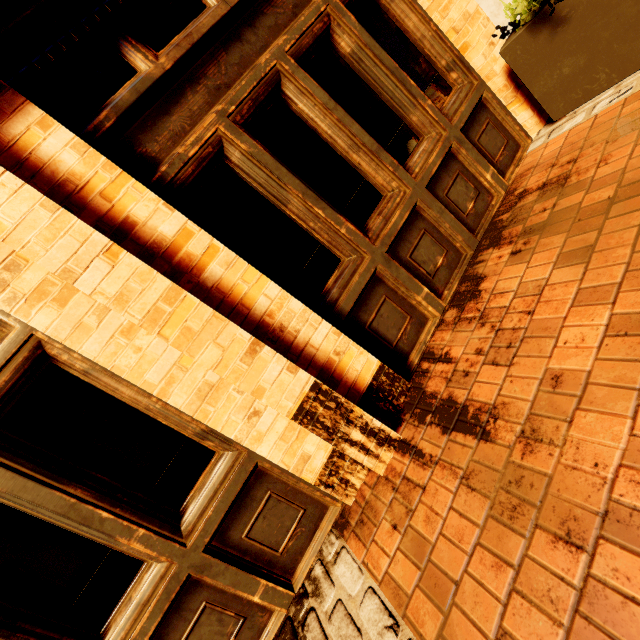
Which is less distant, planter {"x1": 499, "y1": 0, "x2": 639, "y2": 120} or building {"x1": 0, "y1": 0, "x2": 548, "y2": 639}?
building {"x1": 0, "y1": 0, "x2": 548, "y2": 639}

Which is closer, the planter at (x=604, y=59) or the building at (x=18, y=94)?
the building at (x=18, y=94)

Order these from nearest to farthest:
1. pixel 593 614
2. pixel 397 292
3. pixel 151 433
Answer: pixel 593 614 → pixel 151 433 → pixel 397 292
